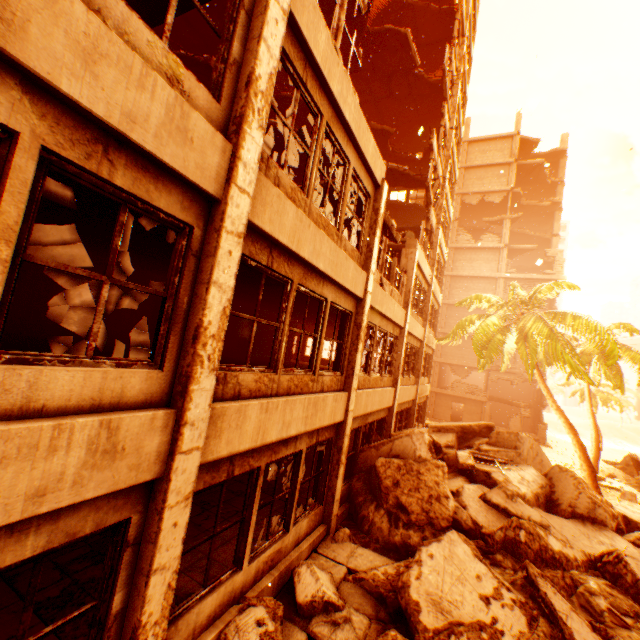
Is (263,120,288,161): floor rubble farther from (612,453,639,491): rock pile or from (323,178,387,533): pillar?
(612,453,639,491): rock pile

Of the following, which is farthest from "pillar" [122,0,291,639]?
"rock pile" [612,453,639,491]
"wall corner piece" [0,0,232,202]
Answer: "rock pile" [612,453,639,491]

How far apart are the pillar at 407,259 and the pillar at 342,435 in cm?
456

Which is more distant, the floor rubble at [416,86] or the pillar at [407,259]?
the floor rubble at [416,86]

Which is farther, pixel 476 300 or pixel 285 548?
pixel 476 300

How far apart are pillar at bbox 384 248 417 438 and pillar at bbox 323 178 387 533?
4.56m

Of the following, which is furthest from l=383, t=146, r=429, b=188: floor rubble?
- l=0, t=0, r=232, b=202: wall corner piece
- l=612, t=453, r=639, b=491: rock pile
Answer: l=612, t=453, r=639, b=491: rock pile

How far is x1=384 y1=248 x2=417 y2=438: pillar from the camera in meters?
12.1
